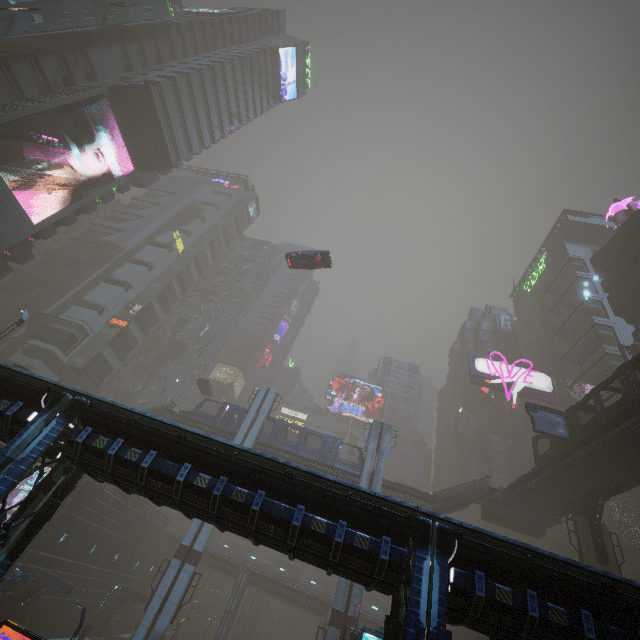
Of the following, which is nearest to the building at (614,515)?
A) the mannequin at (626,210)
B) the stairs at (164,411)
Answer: the mannequin at (626,210)

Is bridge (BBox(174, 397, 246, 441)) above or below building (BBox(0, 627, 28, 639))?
above

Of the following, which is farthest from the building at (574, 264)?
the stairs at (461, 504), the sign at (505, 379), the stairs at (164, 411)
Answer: the stairs at (461, 504)

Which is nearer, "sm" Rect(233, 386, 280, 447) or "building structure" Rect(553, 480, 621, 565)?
"building structure" Rect(553, 480, 621, 565)

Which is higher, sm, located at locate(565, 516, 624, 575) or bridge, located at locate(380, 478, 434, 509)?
bridge, located at locate(380, 478, 434, 509)

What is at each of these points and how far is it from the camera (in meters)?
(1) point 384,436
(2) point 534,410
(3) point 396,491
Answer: (1) sm, 35.66
(2) sign, 26.17
(3) bridge, 33.09

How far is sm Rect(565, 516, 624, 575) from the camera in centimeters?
2341cm

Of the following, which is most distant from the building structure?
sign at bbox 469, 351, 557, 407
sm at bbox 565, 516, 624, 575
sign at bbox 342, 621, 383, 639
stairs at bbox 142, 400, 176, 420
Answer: stairs at bbox 142, 400, 176, 420
